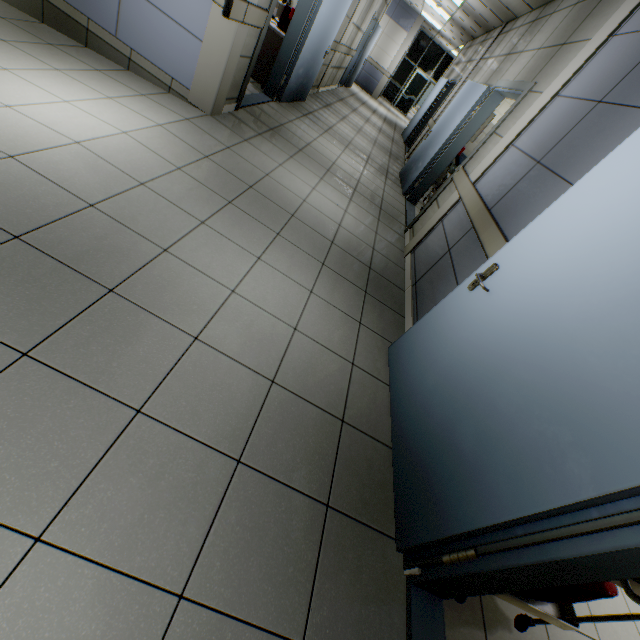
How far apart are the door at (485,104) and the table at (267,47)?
3.0 meters

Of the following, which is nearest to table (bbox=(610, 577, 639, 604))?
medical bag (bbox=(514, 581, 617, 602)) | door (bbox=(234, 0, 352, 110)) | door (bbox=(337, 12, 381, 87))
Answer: medical bag (bbox=(514, 581, 617, 602))

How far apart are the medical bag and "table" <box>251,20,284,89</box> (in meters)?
6.60

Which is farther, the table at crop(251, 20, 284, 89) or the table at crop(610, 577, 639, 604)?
the table at crop(251, 20, 284, 89)

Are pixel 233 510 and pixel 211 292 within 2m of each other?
yes

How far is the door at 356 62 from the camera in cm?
1067

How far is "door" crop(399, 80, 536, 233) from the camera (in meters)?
4.17

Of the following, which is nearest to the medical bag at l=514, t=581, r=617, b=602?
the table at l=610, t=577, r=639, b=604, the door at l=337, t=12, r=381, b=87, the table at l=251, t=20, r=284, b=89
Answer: the table at l=610, t=577, r=639, b=604
